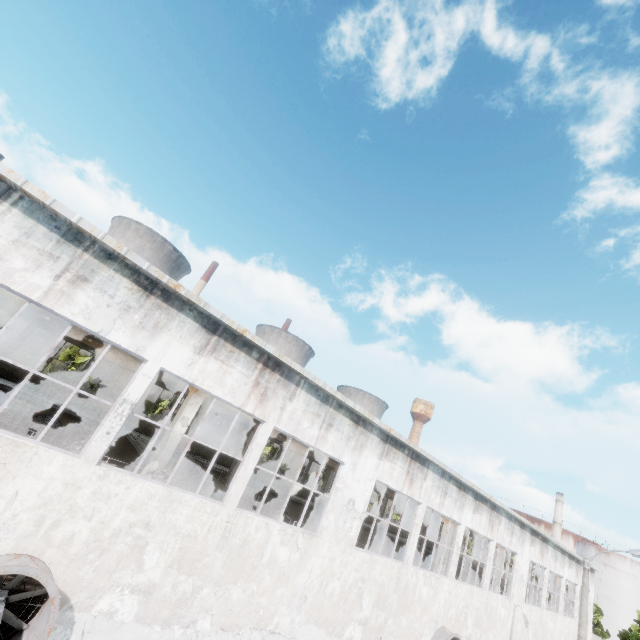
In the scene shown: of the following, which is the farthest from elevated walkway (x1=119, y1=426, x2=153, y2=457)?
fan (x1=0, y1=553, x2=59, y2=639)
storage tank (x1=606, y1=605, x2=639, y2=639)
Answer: storage tank (x1=606, y1=605, x2=639, y2=639)

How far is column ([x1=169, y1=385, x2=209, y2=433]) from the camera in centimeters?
1152cm

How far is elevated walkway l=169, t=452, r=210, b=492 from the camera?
13.67m

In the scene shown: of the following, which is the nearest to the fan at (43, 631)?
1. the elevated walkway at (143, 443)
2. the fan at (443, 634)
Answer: the elevated walkway at (143, 443)

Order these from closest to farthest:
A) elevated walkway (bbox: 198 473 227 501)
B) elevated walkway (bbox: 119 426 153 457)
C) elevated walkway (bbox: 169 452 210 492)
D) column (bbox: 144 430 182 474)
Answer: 1. column (bbox: 144 430 182 474)
2. elevated walkway (bbox: 169 452 210 492)
3. elevated walkway (bbox: 198 473 227 501)
4. elevated walkway (bbox: 119 426 153 457)

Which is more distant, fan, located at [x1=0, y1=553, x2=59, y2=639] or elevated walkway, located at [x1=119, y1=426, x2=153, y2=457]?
elevated walkway, located at [x1=119, y1=426, x2=153, y2=457]

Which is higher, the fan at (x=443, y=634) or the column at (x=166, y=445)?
the column at (x=166, y=445)

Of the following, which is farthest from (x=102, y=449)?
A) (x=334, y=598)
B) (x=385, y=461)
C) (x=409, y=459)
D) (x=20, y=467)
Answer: (x=409, y=459)
